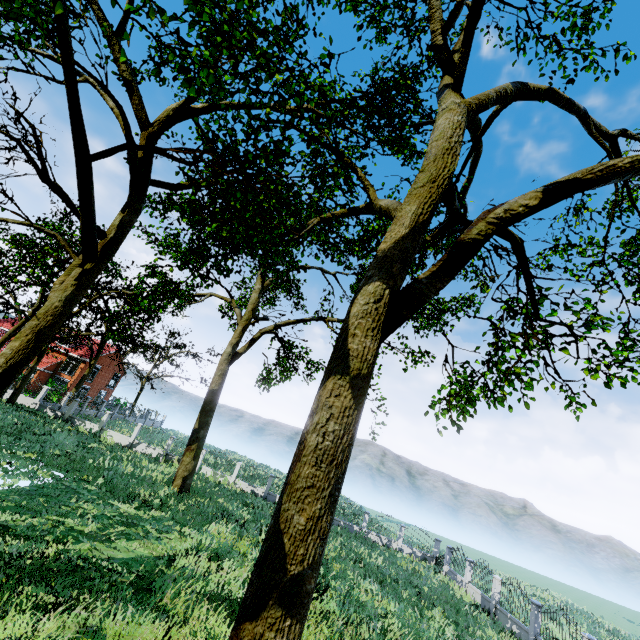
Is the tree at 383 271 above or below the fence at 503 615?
above

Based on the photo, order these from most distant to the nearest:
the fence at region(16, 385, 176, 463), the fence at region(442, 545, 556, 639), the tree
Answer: the fence at region(16, 385, 176, 463) < the fence at region(442, 545, 556, 639) < the tree

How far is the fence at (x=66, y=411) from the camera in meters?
28.7

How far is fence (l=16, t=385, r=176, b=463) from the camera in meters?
28.7 m

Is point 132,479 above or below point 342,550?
above

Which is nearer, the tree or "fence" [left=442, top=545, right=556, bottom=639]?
the tree

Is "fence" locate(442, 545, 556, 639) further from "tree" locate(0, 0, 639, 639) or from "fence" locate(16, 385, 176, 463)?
"fence" locate(16, 385, 176, 463)
